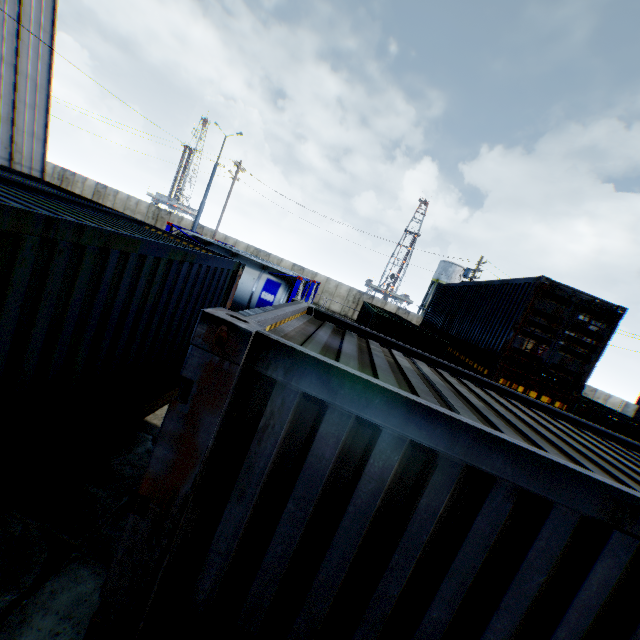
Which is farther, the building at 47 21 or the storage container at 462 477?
the building at 47 21

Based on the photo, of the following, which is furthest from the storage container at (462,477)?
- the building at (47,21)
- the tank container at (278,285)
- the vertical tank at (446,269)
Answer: the vertical tank at (446,269)

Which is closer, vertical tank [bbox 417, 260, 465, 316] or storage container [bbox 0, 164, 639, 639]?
storage container [bbox 0, 164, 639, 639]

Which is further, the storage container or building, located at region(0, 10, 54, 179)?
building, located at region(0, 10, 54, 179)

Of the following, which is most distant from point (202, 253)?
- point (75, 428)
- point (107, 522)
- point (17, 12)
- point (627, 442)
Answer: point (17, 12)

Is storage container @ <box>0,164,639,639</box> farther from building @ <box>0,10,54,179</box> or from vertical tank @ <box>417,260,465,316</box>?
vertical tank @ <box>417,260,465,316</box>

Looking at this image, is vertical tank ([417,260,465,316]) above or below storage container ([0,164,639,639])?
above

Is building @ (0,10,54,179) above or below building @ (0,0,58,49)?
below
